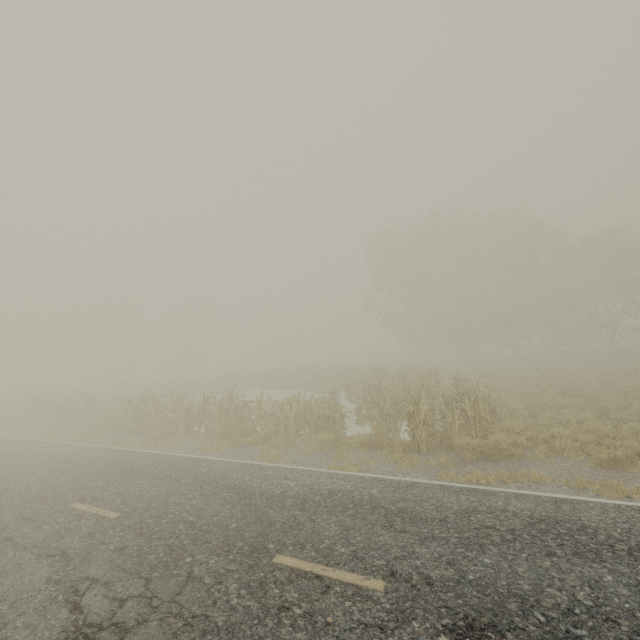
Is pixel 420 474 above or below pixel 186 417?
below
